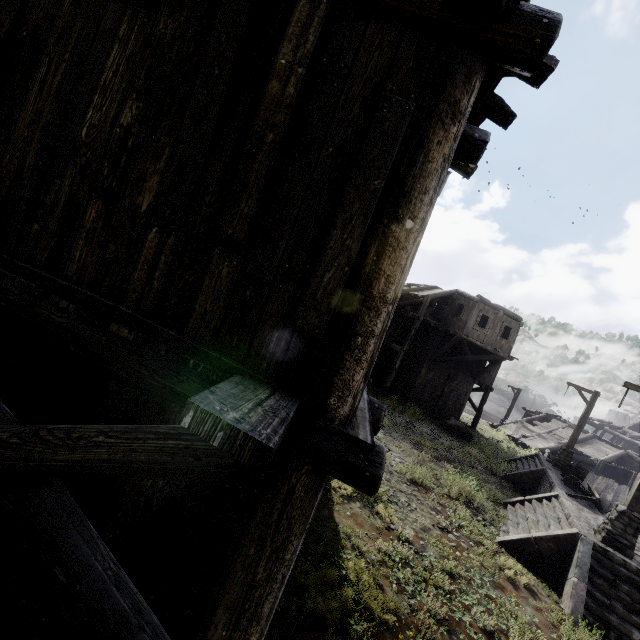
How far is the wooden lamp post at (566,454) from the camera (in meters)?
17.69

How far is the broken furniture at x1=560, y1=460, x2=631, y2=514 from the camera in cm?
1288

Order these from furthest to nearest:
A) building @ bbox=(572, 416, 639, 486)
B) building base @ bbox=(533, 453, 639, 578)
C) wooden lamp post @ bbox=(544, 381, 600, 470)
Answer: building @ bbox=(572, 416, 639, 486)
wooden lamp post @ bbox=(544, 381, 600, 470)
building base @ bbox=(533, 453, 639, 578)

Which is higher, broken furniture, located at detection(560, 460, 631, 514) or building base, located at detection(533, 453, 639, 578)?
broken furniture, located at detection(560, 460, 631, 514)

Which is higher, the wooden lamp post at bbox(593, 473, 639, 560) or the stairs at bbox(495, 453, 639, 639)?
the wooden lamp post at bbox(593, 473, 639, 560)

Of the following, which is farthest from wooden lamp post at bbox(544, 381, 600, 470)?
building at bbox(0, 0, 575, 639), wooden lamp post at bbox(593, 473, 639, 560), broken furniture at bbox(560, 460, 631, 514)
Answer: wooden lamp post at bbox(593, 473, 639, 560)

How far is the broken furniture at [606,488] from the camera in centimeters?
1288cm

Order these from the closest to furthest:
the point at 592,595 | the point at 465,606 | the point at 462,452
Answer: the point at 465,606, the point at 592,595, the point at 462,452
